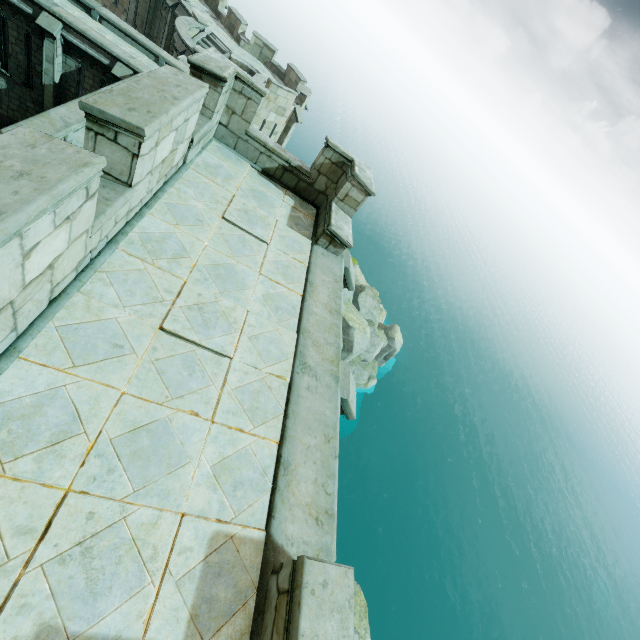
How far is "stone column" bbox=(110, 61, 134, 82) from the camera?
15.07m

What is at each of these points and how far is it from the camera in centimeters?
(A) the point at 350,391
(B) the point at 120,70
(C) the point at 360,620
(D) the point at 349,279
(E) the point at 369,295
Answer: (A) stone column, 493cm
(B) stone column, 1515cm
(C) rock, 1441cm
(D) stone column, 717cm
(E) rock, 3256cm

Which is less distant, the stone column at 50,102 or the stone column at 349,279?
the stone column at 349,279

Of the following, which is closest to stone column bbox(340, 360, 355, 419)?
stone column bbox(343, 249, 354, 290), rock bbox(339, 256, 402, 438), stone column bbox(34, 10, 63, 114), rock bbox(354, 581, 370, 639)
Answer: stone column bbox(343, 249, 354, 290)

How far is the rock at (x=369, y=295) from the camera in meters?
29.3 m

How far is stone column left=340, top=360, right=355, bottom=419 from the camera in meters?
4.8

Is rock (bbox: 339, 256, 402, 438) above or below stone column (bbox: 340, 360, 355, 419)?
below

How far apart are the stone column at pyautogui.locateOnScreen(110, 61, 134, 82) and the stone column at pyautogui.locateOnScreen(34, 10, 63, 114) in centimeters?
217cm
